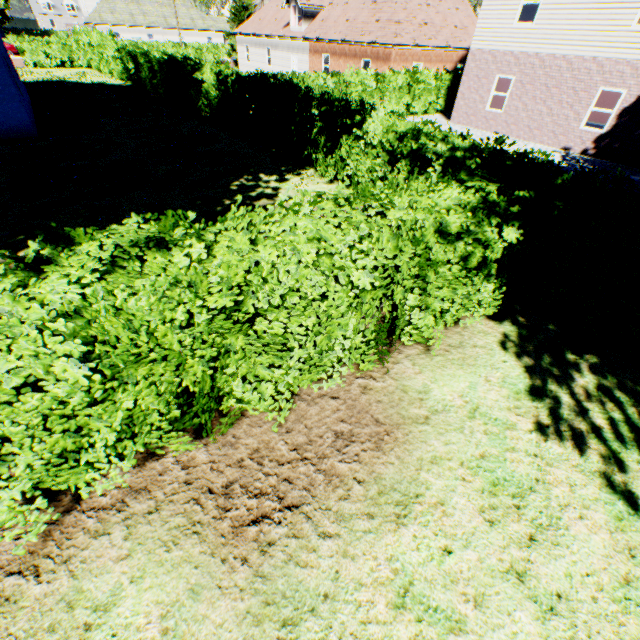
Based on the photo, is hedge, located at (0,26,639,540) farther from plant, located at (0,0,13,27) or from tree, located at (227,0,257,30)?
plant, located at (0,0,13,27)

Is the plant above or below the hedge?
above

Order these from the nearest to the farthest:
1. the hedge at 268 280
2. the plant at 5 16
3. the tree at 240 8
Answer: the hedge at 268 280 < the tree at 240 8 < the plant at 5 16

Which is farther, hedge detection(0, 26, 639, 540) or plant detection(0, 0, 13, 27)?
plant detection(0, 0, 13, 27)

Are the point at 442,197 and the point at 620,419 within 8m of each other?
yes

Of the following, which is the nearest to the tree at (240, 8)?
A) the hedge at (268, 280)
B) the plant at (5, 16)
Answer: the hedge at (268, 280)

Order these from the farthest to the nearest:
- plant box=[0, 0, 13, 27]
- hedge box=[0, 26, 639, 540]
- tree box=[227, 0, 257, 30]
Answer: plant box=[0, 0, 13, 27] → tree box=[227, 0, 257, 30] → hedge box=[0, 26, 639, 540]
